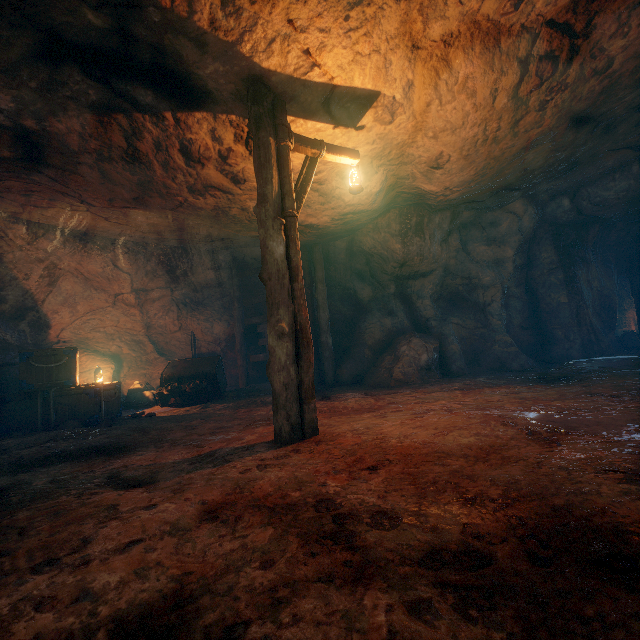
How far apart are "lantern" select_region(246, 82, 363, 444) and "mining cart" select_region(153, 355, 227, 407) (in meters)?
4.76

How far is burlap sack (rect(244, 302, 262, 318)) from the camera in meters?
12.4 m

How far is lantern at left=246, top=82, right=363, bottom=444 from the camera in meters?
3.9

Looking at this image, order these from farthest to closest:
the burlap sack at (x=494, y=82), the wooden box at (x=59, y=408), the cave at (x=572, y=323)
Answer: the cave at (x=572, y=323) < the wooden box at (x=59, y=408) < the burlap sack at (x=494, y=82)

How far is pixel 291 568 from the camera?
1.5m

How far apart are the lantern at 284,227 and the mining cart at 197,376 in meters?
4.8 m

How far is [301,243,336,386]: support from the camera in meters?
9.7 m

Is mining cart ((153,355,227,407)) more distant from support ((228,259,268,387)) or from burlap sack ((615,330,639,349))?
support ((228,259,268,387))
